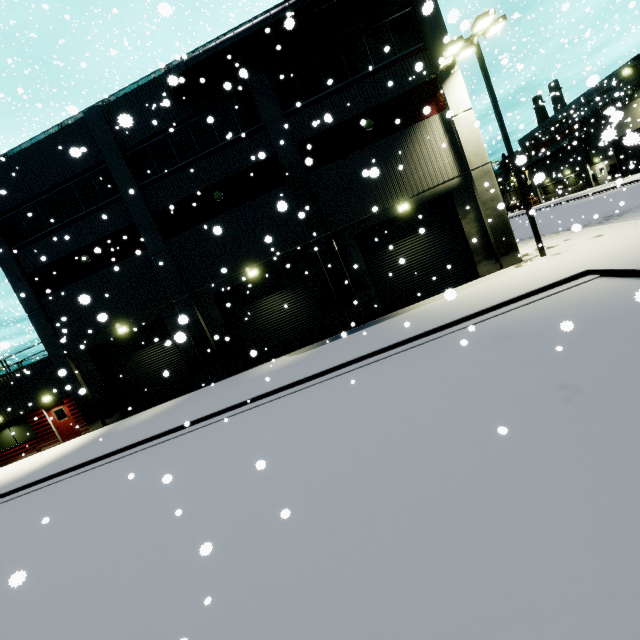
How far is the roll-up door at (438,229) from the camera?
15.8 meters

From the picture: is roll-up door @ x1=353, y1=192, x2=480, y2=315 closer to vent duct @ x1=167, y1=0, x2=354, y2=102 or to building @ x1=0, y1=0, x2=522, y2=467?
building @ x1=0, y1=0, x2=522, y2=467

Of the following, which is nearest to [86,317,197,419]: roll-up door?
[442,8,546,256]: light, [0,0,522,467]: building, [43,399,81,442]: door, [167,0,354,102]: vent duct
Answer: [0,0,522,467]: building

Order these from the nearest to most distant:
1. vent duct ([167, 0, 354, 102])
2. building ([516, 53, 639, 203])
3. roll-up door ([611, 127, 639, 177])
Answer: roll-up door ([611, 127, 639, 177])
vent duct ([167, 0, 354, 102])
building ([516, 53, 639, 203])

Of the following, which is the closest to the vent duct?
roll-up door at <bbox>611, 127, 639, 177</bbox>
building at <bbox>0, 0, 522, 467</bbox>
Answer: building at <bbox>0, 0, 522, 467</bbox>

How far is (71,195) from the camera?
16.6 meters

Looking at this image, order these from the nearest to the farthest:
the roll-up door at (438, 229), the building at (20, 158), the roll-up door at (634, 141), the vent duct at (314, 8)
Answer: the roll-up door at (634, 141) → the vent duct at (314, 8) → the building at (20, 158) → the roll-up door at (438, 229)

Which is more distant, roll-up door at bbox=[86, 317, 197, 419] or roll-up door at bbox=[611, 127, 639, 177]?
roll-up door at bbox=[86, 317, 197, 419]
